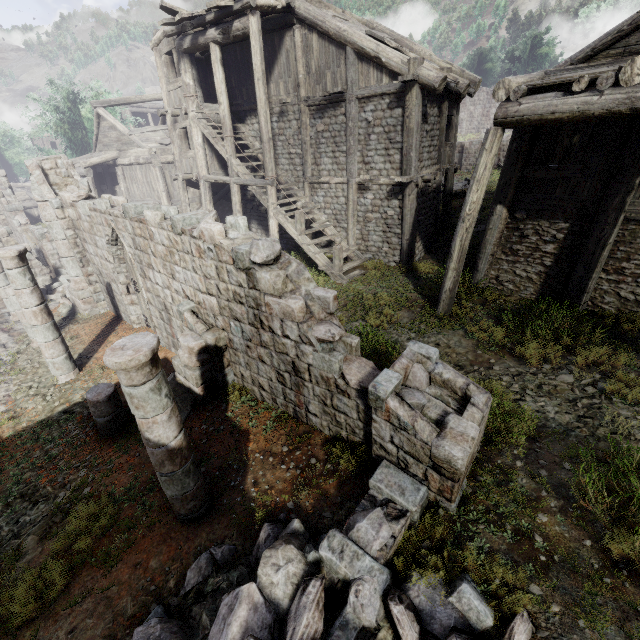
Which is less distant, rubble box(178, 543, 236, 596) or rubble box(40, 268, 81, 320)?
rubble box(178, 543, 236, 596)

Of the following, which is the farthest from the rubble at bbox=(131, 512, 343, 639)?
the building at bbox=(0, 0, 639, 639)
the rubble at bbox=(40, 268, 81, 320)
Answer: the rubble at bbox=(40, 268, 81, 320)

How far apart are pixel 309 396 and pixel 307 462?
1.17m

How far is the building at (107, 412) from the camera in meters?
6.8

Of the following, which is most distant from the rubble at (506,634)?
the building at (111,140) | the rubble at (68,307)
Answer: the rubble at (68,307)

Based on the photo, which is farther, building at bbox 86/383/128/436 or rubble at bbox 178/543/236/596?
building at bbox 86/383/128/436

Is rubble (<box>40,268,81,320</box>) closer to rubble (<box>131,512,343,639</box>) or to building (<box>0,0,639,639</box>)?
building (<box>0,0,639,639</box>)
